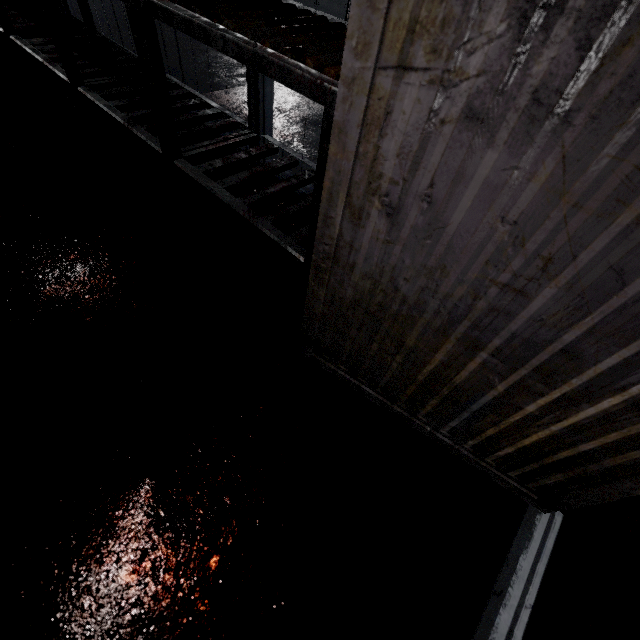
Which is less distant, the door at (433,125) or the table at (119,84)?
the door at (433,125)

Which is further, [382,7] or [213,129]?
[213,129]

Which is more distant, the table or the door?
the table
